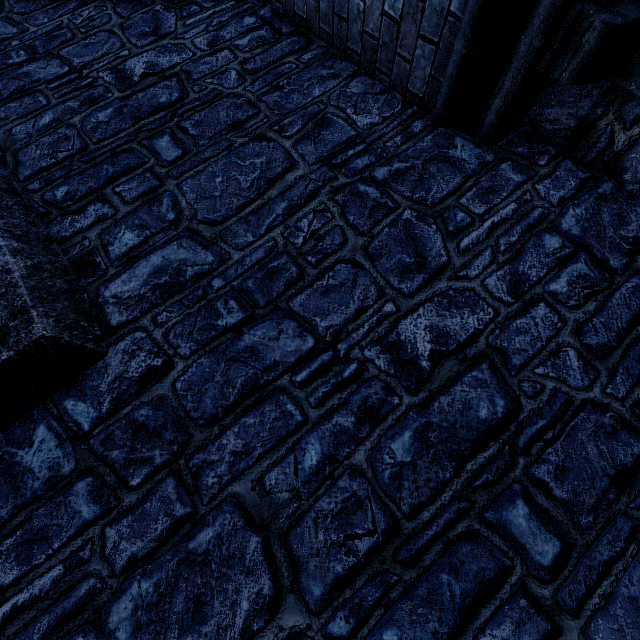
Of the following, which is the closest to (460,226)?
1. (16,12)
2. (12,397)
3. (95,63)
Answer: (12,397)
